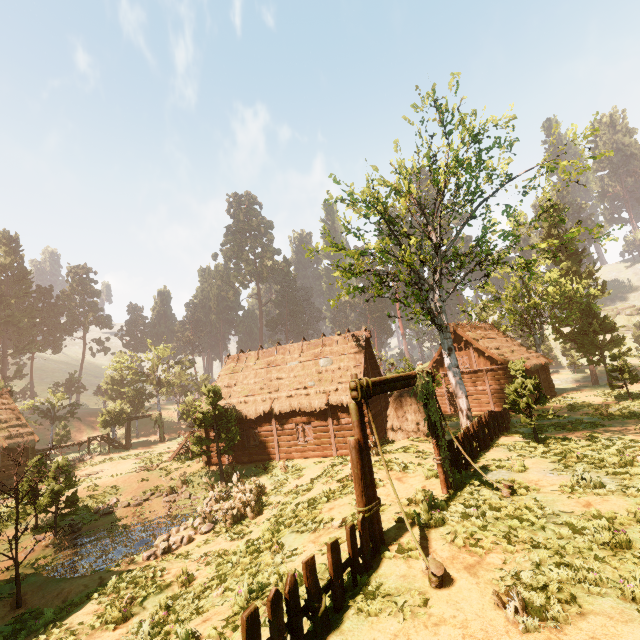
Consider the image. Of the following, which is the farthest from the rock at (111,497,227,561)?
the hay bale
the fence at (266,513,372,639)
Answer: the hay bale

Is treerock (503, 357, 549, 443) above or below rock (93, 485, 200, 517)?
above

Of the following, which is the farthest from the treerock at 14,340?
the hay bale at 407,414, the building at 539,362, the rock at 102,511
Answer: the hay bale at 407,414

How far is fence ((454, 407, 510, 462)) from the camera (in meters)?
11.73

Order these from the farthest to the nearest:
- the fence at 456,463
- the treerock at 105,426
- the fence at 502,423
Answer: the treerock at 105,426 < the fence at 502,423 < the fence at 456,463

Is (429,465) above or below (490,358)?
below

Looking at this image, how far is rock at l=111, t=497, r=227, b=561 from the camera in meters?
13.0

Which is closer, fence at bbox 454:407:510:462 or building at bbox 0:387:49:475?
fence at bbox 454:407:510:462
